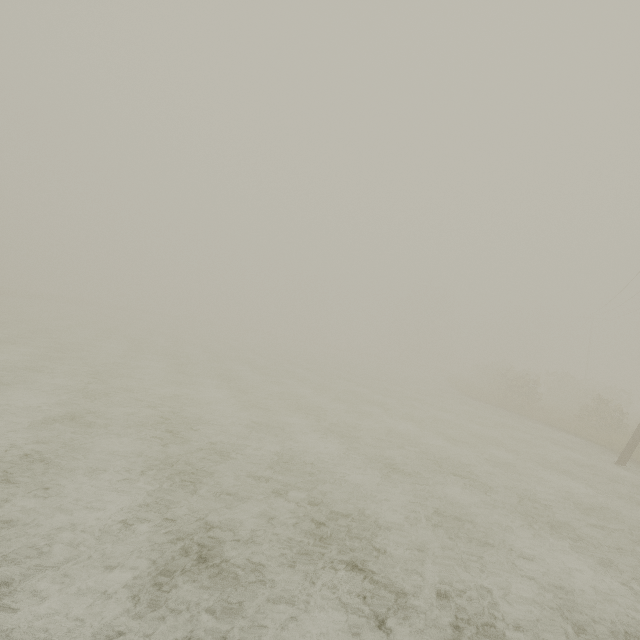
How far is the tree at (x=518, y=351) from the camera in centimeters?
5660cm

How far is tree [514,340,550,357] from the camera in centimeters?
5660cm

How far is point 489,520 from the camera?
6.4m
